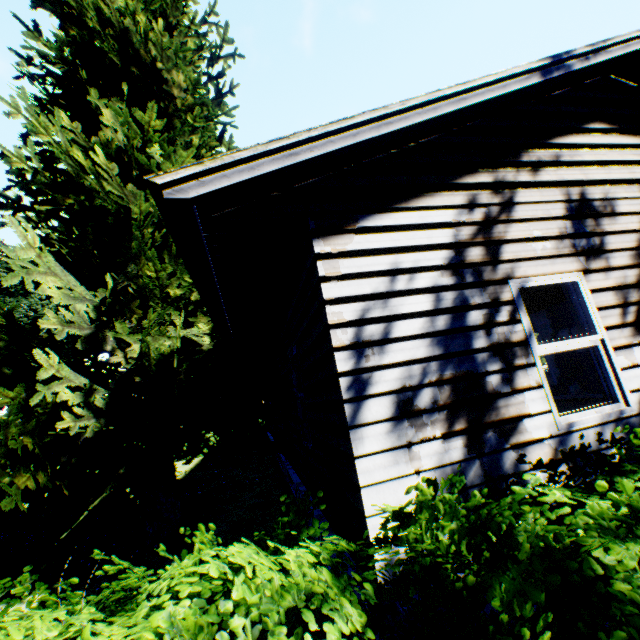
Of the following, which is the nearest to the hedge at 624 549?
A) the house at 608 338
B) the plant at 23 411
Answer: the house at 608 338

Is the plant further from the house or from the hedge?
the hedge

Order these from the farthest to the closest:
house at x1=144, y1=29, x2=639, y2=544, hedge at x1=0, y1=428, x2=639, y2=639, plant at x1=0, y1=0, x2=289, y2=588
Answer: plant at x1=0, y1=0, x2=289, y2=588
house at x1=144, y1=29, x2=639, y2=544
hedge at x1=0, y1=428, x2=639, y2=639

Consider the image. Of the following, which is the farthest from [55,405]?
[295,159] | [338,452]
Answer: [295,159]

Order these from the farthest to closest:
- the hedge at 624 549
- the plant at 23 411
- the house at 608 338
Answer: the plant at 23 411, the house at 608 338, the hedge at 624 549

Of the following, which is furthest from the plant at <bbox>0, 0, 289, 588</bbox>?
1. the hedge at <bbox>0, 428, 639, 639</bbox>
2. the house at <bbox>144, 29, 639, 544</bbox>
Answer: the hedge at <bbox>0, 428, 639, 639</bbox>
